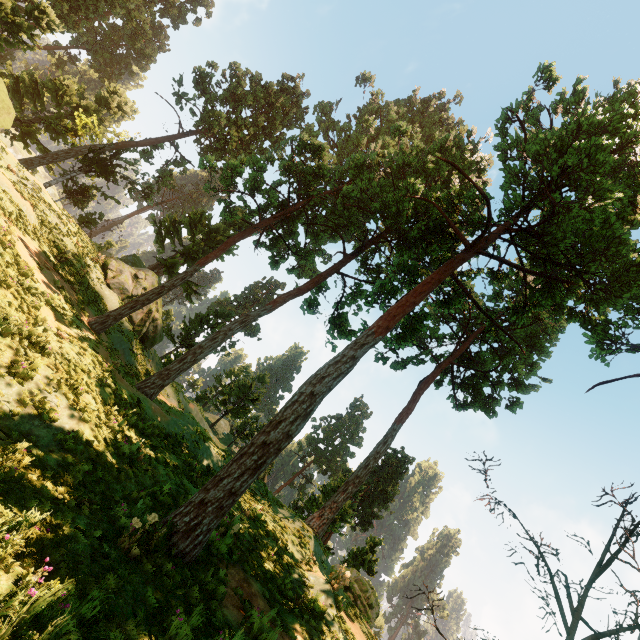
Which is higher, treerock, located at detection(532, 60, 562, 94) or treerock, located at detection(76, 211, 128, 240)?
treerock, located at detection(532, 60, 562, 94)

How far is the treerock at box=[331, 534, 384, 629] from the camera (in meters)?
18.47

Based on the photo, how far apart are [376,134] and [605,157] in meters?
38.2 m

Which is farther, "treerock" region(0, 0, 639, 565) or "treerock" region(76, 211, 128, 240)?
"treerock" region(76, 211, 128, 240)

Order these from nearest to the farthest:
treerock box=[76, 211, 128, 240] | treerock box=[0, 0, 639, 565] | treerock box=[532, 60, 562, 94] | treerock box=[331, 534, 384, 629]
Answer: treerock box=[0, 0, 639, 565]
treerock box=[532, 60, 562, 94]
treerock box=[331, 534, 384, 629]
treerock box=[76, 211, 128, 240]

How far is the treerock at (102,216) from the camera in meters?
31.1

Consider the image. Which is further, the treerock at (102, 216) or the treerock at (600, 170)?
the treerock at (102, 216)
